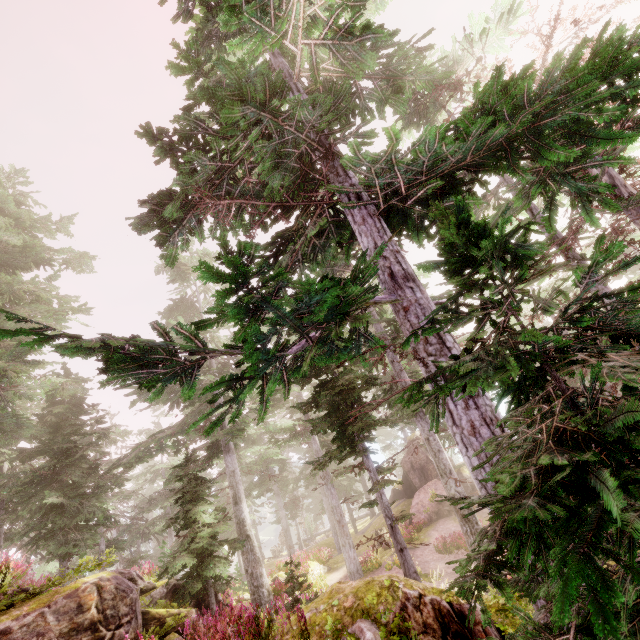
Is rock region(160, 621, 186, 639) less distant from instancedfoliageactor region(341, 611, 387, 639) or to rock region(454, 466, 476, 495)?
instancedfoliageactor region(341, 611, 387, 639)

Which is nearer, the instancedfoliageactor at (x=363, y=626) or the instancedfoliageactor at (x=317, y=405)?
the instancedfoliageactor at (x=317, y=405)

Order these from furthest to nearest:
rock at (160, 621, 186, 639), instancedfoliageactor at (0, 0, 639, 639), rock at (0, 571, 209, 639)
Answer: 1. rock at (160, 621, 186, 639)
2. rock at (0, 571, 209, 639)
3. instancedfoliageactor at (0, 0, 639, 639)

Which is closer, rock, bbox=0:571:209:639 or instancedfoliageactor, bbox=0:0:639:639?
instancedfoliageactor, bbox=0:0:639:639

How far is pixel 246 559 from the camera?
16.1 meters

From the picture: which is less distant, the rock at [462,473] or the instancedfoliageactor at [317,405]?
the instancedfoliageactor at [317,405]

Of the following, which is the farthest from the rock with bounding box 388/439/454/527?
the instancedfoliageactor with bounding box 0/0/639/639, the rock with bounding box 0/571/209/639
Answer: the rock with bounding box 0/571/209/639
